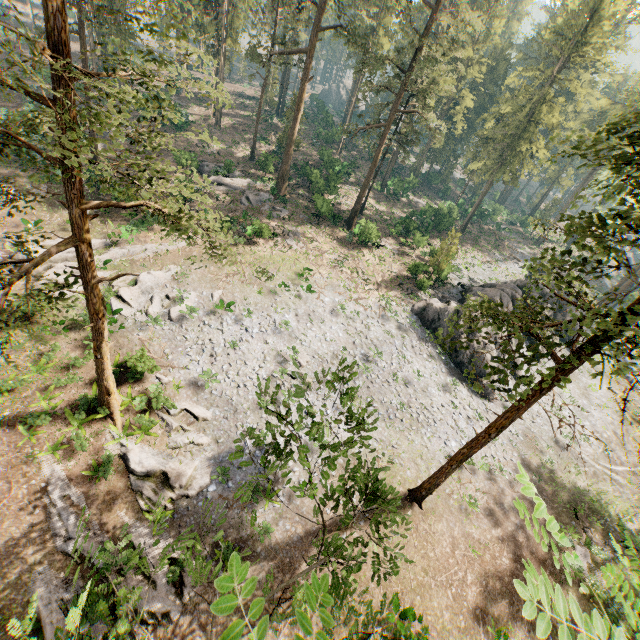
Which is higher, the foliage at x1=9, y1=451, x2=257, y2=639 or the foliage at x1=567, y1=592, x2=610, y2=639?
the foliage at x1=567, y1=592, x2=610, y2=639

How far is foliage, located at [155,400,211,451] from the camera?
18.58m

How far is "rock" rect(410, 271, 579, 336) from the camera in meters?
29.9

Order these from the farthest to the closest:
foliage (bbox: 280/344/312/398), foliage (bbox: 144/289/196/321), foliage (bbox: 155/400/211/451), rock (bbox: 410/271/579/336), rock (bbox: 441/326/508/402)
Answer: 1. rock (bbox: 410/271/579/336)
2. rock (bbox: 441/326/508/402)
3. foliage (bbox: 144/289/196/321)
4. foliage (bbox: 155/400/211/451)
5. foliage (bbox: 280/344/312/398)

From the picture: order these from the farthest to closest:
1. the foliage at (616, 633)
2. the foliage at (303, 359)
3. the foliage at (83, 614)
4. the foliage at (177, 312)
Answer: the foliage at (177, 312) < the foliage at (303, 359) < the foliage at (83, 614) < the foliage at (616, 633)

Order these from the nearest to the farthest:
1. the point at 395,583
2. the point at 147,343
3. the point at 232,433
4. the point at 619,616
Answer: the point at 395,583
the point at 619,616
the point at 232,433
the point at 147,343

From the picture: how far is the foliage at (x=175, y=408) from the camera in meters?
18.6
